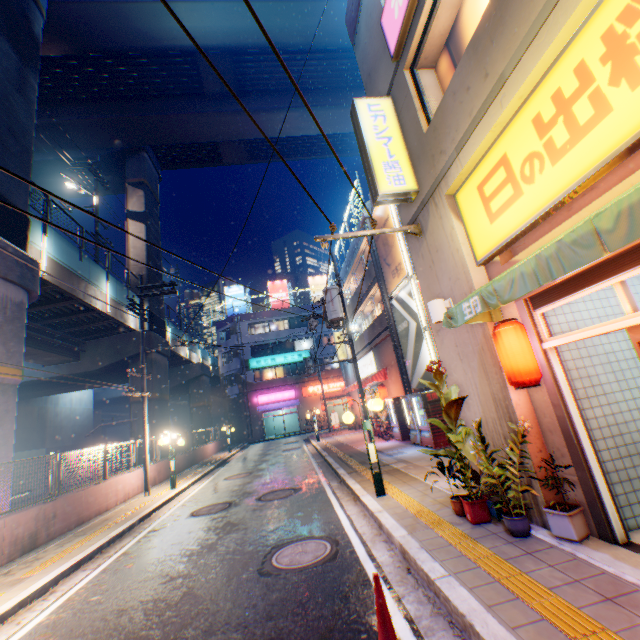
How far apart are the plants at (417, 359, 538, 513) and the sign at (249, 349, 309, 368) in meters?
34.9 m

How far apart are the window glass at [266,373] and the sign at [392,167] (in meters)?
35.49

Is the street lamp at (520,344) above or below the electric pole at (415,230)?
below

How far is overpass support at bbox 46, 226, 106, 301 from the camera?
14.0m

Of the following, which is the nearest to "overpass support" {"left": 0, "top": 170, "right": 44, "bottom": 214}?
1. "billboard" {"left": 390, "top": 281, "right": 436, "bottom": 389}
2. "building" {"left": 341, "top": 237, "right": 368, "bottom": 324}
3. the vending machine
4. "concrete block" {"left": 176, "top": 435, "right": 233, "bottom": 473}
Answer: "concrete block" {"left": 176, "top": 435, "right": 233, "bottom": 473}

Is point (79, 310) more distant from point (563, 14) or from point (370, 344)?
point (563, 14)

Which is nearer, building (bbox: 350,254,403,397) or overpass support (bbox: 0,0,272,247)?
overpass support (bbox: 0,0,272,247)

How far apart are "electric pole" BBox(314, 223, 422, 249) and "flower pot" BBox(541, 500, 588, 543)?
5.0 meters
